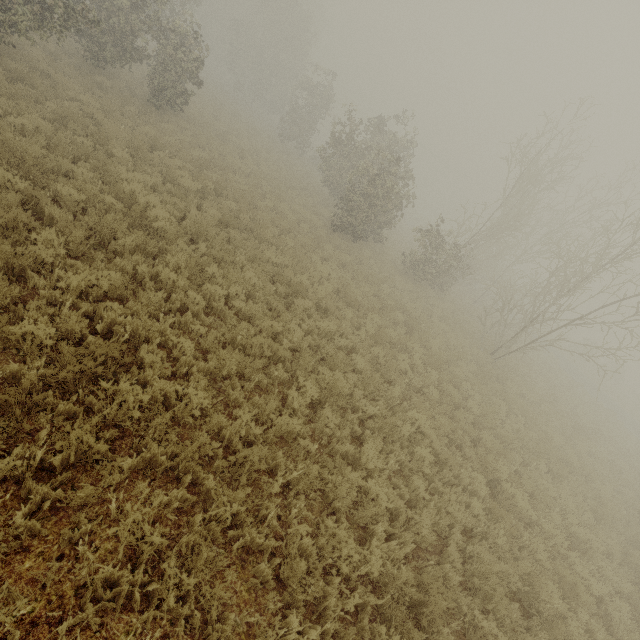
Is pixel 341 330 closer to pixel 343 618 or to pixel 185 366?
pixel 185 366

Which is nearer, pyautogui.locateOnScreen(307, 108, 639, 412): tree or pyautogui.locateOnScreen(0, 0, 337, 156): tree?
pyautogui.locateOnScreen(0, 0, 337, 156): tree

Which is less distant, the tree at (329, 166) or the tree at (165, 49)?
the tree at (165, 49)
